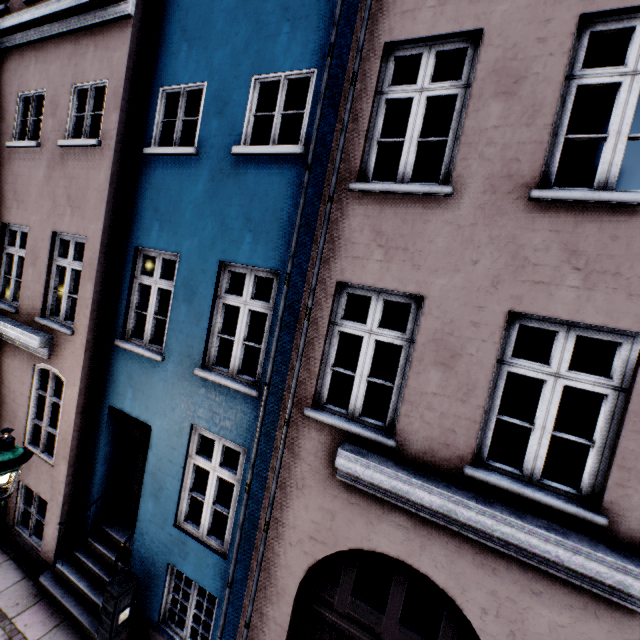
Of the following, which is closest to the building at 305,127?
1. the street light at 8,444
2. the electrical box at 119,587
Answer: the electrical box at 119,587

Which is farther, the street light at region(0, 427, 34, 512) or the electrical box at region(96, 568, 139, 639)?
the electrical box at region(96, 568, 139, 639)

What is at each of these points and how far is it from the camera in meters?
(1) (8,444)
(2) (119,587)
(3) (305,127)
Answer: (1) street light, 3.8 m
(2) electrical box, 4.9 m
(3) building, 4.4 m

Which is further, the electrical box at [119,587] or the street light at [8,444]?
the electrical box at [119,587]

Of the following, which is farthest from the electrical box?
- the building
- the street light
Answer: the street light

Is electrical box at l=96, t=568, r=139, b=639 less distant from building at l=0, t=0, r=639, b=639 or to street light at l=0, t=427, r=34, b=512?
building at l=0, t=0, r=639, b=639
